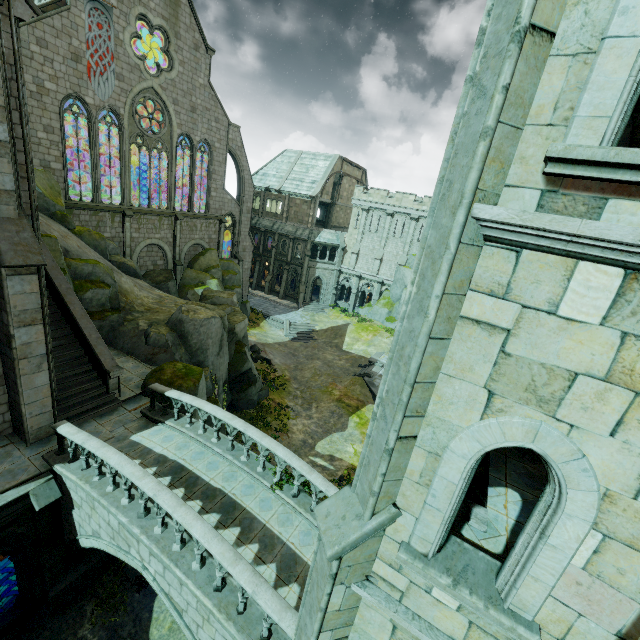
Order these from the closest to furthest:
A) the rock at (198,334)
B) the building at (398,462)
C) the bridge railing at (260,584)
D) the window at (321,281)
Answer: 1. the building at (398,462)
2. the bridge railing at (260,584)
3. the rock at (198,334)
4. the window at (321,281)

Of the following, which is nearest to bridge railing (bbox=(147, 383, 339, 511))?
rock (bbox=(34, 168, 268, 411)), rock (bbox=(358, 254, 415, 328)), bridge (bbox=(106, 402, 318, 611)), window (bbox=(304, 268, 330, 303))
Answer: bridge (bbox=(106, 402, 318, 611))

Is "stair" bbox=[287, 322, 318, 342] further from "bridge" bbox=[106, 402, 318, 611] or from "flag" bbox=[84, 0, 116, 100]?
"flag" bbox=[84, 0, 116, 100]

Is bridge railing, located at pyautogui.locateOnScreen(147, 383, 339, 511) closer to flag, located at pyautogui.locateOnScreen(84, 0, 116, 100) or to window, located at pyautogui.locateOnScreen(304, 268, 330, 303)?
flag, located at pyautogui.locateOnScreen(84, 0, 116, 100)

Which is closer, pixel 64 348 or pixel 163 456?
pixel 163 456

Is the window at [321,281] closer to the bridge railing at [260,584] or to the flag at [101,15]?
the flag at [101,15]

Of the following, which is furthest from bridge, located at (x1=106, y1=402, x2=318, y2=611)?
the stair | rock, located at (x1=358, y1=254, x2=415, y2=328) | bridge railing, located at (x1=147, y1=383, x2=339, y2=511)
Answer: rock, located at (x1=358, y1=254, x2=415, y2=328)

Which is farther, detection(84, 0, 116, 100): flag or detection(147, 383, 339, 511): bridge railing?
detection(84, 0, 116, 100): flag
